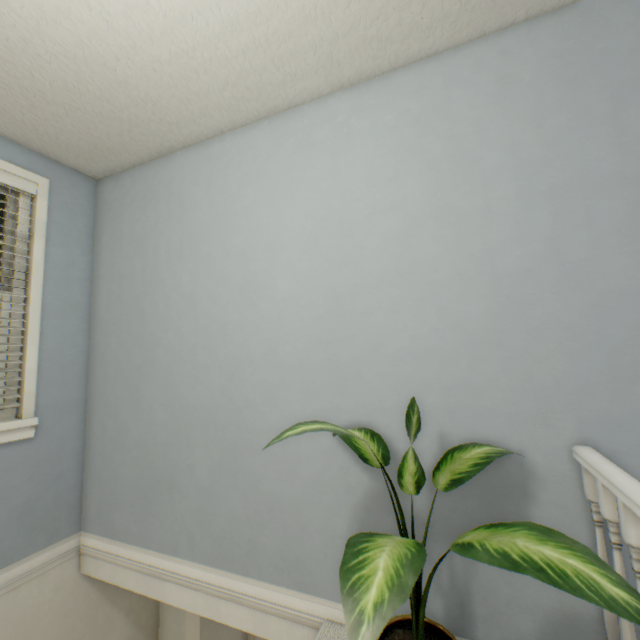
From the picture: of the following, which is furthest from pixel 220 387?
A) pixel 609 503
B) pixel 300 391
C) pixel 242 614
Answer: pixel 609 503

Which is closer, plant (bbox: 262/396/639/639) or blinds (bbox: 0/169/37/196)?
plant (bbox: 262/396/639/639)

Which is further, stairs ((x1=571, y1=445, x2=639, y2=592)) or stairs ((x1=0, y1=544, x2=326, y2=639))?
stairs ((x1=0, y1=544, x2=326, y2=639))

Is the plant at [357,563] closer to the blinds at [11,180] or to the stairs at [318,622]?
the stairs at [318,622]

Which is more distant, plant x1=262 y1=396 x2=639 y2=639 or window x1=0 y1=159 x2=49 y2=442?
window x1=0 y1=159 x2=49 y2=442

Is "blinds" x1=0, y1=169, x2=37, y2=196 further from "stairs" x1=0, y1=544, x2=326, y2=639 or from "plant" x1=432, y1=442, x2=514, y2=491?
"plant" x1=432, y1=442, x2=514, y2=491

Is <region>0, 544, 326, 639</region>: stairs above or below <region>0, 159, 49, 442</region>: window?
below

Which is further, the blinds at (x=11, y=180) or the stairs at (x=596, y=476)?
the blinds at (x=11, y=180)
